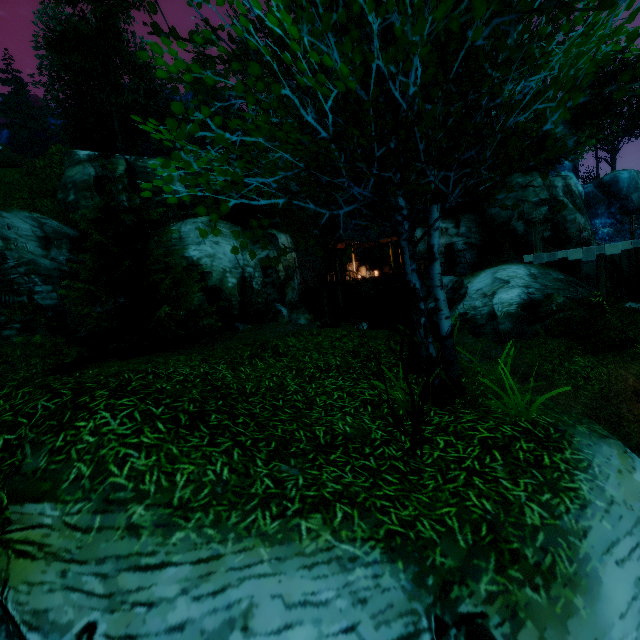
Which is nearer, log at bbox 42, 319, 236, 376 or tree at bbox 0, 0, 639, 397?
tree at bbox 0, 0, 639, 397

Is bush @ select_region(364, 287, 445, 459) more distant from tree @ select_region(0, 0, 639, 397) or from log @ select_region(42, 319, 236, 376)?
log @ select_region(42, 319, 236, 376)

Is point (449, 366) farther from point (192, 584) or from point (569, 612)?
point (192, 584)

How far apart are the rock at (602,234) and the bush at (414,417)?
41.4m

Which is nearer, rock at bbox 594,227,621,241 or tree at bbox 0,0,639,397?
tree at bbox 0,0,639,397

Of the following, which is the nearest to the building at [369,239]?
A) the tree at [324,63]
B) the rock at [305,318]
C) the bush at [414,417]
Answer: the tree at [324,63]

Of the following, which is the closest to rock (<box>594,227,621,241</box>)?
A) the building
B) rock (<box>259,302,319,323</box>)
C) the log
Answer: the building

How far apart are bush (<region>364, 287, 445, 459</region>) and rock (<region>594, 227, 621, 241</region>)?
41.39m
